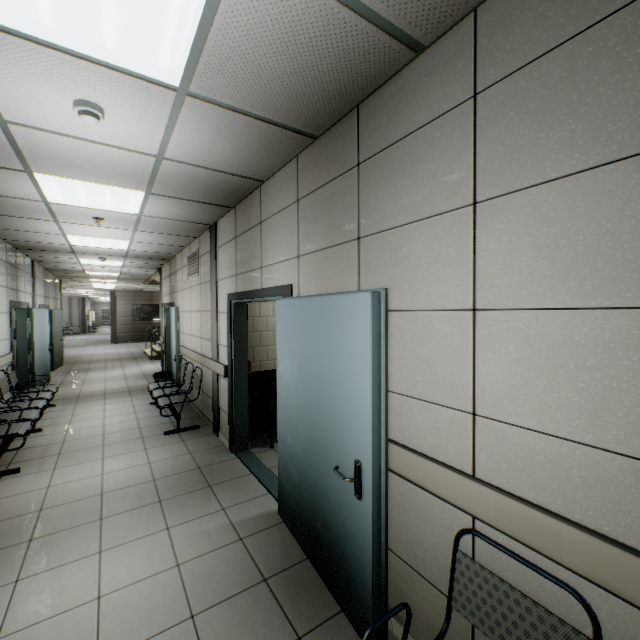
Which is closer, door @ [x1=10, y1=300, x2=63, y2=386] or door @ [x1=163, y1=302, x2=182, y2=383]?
door @ [x1=163, y1=302, x2=182, y2=383]

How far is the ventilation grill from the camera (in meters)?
5.88

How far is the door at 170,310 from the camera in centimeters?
675cm

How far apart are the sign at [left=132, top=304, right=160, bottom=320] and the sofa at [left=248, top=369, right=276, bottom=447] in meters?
18.0

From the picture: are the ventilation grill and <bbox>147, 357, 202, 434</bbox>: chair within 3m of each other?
yes

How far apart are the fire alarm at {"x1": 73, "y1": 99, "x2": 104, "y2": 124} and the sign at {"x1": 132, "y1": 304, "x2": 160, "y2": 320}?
20.4m

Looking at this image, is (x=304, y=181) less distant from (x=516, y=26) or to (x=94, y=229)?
(x=516, y=26)

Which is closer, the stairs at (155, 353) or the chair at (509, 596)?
the chair at (509, 596)
